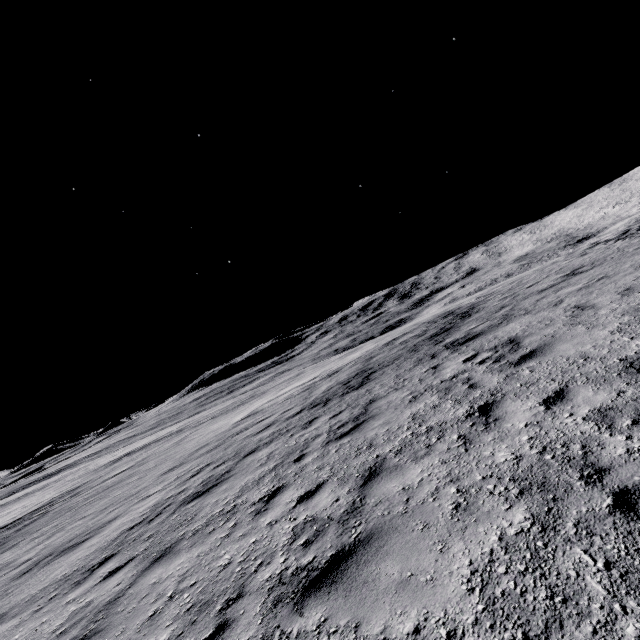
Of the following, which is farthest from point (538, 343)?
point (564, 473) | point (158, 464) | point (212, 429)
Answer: point (212, 429)
